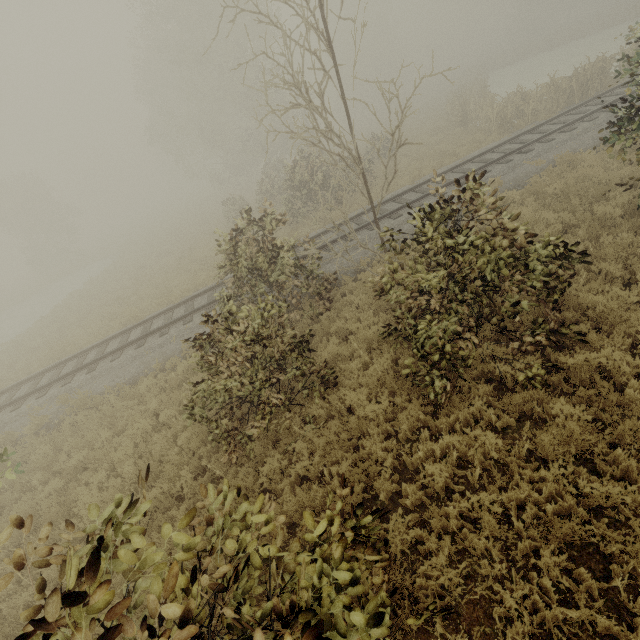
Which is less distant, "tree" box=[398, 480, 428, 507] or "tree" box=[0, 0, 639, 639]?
"tree" box=[0, 0, 639, 639]

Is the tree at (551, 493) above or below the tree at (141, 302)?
below

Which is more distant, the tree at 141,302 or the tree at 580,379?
the tree at 141,302

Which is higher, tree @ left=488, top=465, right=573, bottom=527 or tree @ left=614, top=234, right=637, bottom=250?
tree @ left=614, top=234, right=637, bottom=250

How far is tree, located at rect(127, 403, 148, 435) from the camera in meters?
8.3

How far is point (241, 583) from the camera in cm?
296

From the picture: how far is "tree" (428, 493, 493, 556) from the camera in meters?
4.3 m

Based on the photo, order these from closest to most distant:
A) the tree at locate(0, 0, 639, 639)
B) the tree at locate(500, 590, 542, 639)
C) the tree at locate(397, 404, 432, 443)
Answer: the tree at locate(0, 0, 639, 639)
the tree at locate(500, 590, 542, 639)
the tree at locate(397, 404, 432, 443)
